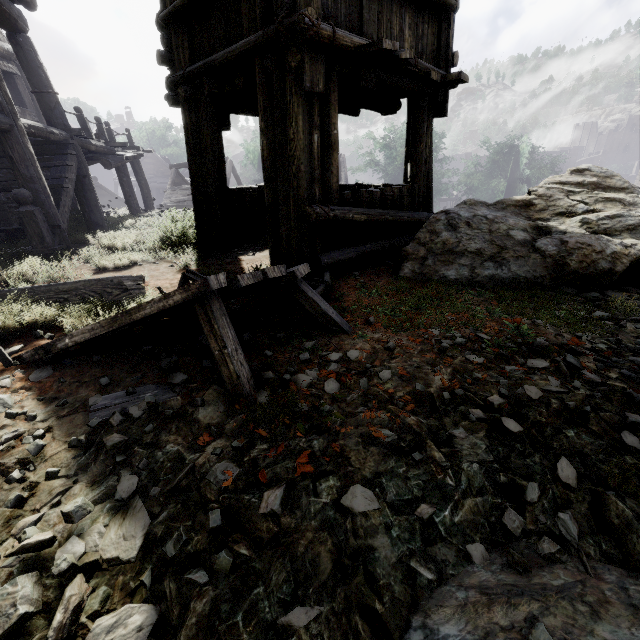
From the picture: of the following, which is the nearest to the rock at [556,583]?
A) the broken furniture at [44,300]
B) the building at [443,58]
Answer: the building at [443,58]

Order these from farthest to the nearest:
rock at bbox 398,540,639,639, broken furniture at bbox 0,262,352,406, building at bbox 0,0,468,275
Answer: building at bbox 0,0,468,275 → broken furniture at bbox 0,262,352,406 → rock at bbox 398,540,639,639

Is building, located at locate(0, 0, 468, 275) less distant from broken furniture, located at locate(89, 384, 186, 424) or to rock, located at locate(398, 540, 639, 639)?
rock, located at locate(398, 540, 639, 639)

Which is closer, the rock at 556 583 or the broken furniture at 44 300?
the rock at 556 583

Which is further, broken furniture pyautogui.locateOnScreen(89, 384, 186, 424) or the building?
the building

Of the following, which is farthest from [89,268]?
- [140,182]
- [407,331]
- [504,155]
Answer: [504,155]

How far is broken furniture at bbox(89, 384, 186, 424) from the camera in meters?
2.2 m
